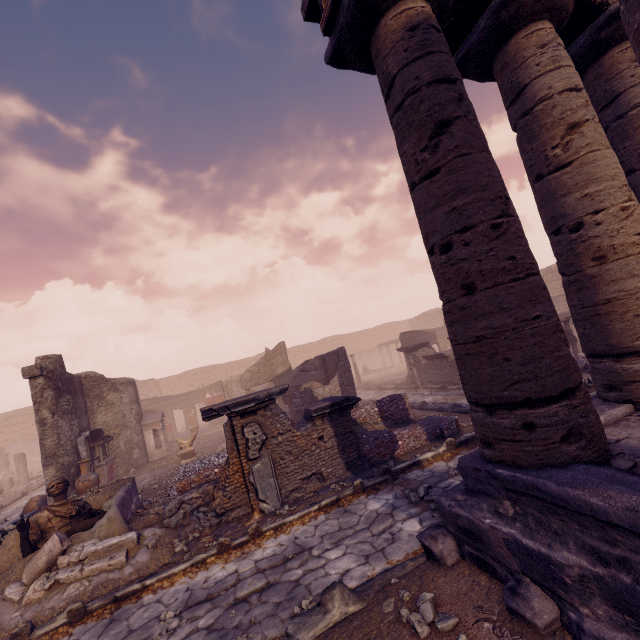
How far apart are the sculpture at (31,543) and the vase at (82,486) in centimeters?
468cm

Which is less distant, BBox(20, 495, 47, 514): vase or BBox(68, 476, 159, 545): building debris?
BBox(68, 476, 159, 545): building debris

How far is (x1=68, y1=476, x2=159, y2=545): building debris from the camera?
5.75m

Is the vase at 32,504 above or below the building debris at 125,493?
below

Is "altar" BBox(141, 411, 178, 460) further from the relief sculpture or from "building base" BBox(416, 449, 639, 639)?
the relief sculpture

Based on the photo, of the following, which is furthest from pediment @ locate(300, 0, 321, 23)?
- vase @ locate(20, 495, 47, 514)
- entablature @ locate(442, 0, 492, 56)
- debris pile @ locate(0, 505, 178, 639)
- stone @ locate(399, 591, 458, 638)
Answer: vase @ locate(20, 495, 47, 514)

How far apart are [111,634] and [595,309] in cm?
730

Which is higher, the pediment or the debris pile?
the pediment
